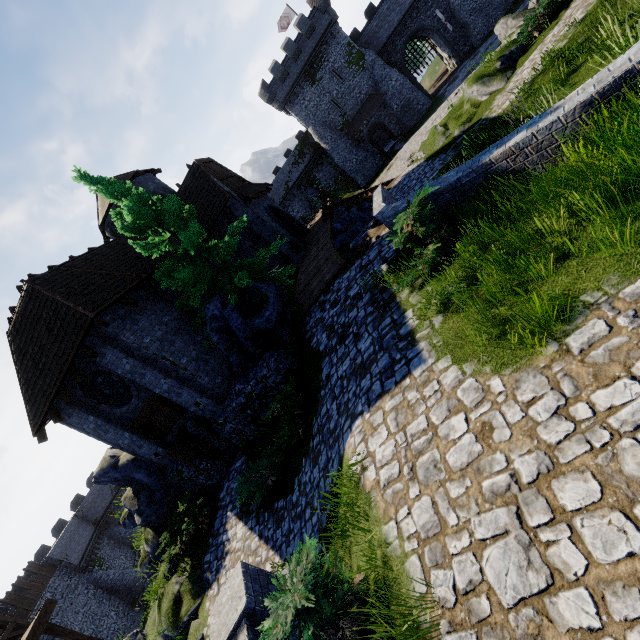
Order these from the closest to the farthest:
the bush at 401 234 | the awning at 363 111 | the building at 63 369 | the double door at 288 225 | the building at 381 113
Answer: the bush at 401 234 → the building at 63 369 → the double door at 288 225 → the awning at 363 111 → the building at 381 113

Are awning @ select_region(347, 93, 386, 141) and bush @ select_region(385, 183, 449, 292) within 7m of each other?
no

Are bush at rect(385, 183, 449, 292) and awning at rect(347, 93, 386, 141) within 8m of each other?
no

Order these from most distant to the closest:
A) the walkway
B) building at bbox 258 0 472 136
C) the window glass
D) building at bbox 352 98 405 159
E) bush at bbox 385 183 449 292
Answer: building at bbox 352 98 405 159 → building at bbox 258 0 472 136 → the walkway → the window glass → bush at bbox 385 183 449 292

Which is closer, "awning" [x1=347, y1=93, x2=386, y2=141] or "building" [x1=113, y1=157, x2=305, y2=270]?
"building" [x1=113, y1=157, x2=305, y2=270]

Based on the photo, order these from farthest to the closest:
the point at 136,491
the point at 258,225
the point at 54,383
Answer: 1. the point at 258,225
2. the point at 136,491
3. the point at 54,383

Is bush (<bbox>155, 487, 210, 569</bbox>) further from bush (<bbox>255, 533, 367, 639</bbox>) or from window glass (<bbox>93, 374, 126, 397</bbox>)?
bush (<bbox>255, 533, 367, 639</bbox>)

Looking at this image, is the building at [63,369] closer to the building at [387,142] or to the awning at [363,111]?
the building at [387,142]
